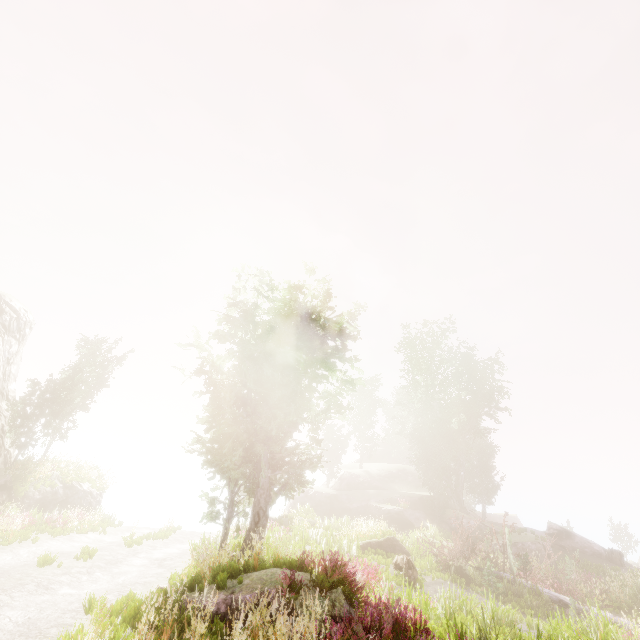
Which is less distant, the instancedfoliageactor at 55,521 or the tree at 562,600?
the instancedfoliageactor at 55,521

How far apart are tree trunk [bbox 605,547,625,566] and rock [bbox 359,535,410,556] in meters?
17.3 m

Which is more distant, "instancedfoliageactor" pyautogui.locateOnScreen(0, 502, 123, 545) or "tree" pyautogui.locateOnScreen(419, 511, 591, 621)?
"tree" pyautogui.locateOnScreen(419, 511, 591, 621)

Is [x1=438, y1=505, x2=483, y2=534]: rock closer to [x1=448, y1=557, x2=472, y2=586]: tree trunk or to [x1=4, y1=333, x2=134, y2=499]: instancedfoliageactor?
[x1=4, y1=333, x2=134, y2=499]: instancedfoliageactor

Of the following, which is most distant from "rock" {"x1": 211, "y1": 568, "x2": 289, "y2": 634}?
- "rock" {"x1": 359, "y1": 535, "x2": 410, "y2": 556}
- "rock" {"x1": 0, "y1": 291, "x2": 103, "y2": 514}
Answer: "rock" {"x1": 0, "y1": 291, "x2": 103, "y2": 514}

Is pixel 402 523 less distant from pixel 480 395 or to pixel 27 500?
pixel 480 395

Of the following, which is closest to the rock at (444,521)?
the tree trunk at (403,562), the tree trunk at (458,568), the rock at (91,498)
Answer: the tree trunk at (458,568)

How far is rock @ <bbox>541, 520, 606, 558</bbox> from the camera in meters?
25.4
